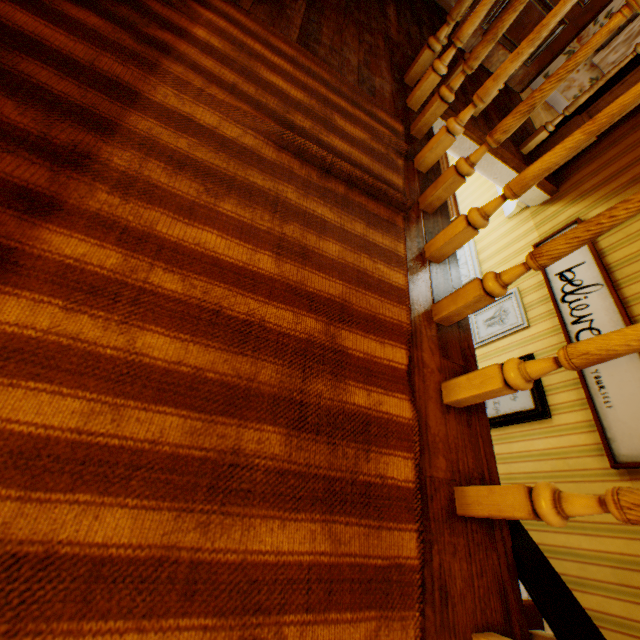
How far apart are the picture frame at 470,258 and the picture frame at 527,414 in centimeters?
100cm

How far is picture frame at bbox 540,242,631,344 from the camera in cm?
241

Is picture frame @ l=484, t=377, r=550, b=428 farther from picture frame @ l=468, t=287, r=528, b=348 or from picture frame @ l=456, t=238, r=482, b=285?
picture frame @ l=456, t=238, r=482, b=285

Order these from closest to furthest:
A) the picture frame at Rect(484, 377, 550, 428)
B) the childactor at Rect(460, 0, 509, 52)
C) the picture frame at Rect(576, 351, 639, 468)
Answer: the picture frame at Rect(576, 351, 639, 468) → the picture frame at Rect(484, 377, 550, 428) → the childactor at Rect(460, 0, 509, 52)

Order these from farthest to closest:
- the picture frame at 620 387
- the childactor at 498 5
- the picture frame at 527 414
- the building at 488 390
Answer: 1. the childactor at 498 5
2. the picture frame at 527 414
3. the picture frame at 620 387
4. the building at 488 390

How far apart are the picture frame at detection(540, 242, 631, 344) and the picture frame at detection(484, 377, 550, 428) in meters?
0.3

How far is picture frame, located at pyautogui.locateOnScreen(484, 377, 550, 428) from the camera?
2.65m

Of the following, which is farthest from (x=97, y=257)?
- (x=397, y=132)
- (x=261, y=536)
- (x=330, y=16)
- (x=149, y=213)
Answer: (x=330, y=16)
